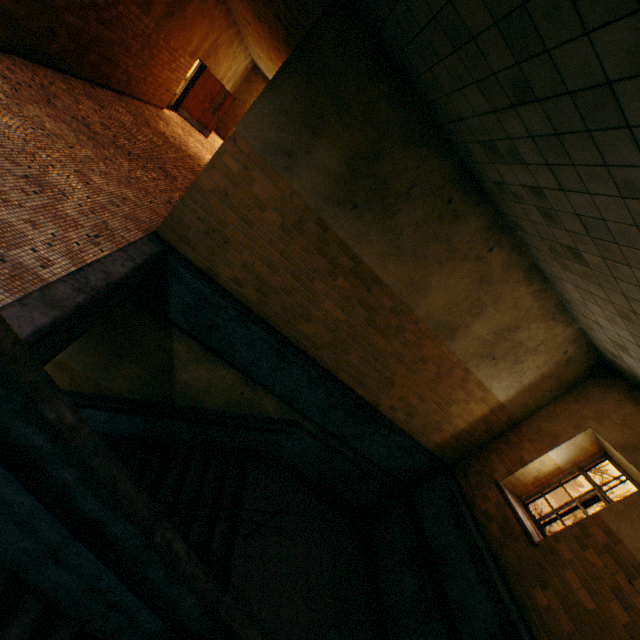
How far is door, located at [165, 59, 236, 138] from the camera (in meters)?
12.89

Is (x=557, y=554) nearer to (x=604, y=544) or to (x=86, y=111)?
(x=604, y=544)

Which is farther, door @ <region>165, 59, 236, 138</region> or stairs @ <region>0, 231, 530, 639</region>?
door @ <region>165, 59, 236, 138</region>

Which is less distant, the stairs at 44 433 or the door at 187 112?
the stairs at 44 433

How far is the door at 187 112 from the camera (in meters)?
12.89
